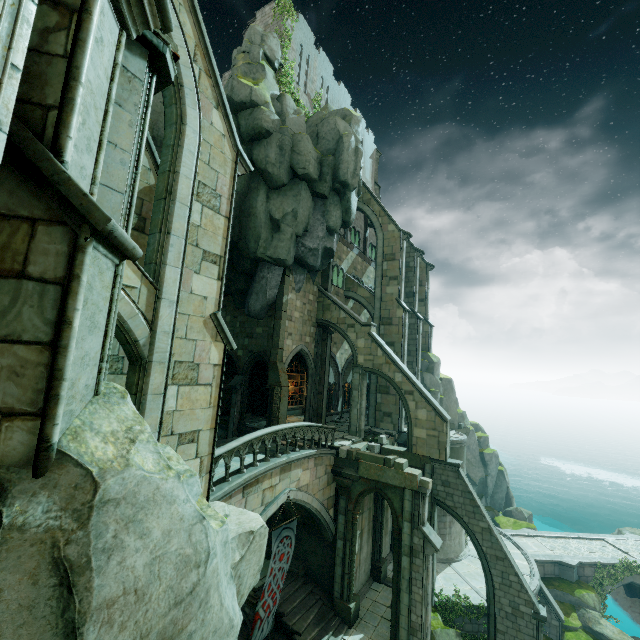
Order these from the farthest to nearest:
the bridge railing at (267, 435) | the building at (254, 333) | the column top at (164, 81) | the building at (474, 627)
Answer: the building at (254, 333), the building at (474, 627), the bridge railing at (267, 435), the column top at (164, 81)

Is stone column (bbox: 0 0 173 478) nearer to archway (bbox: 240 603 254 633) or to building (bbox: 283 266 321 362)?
archway (bbox: 240 603 254 633)

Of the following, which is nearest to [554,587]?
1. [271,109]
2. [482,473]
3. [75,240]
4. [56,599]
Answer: [482,473]

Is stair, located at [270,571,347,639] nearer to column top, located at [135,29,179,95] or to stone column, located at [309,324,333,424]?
stone column, located at [309,324,333,424]

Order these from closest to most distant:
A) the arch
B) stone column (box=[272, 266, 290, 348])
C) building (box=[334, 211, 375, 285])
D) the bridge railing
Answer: the bridge railing → the arch → stone column (box=[272, 266, 290, 348]) → building (box=[334, 211, 375, 285])

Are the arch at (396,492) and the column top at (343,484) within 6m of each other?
yes

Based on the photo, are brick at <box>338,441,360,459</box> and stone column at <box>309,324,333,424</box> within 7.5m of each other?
yes

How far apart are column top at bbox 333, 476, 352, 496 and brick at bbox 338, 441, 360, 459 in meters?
1.0
